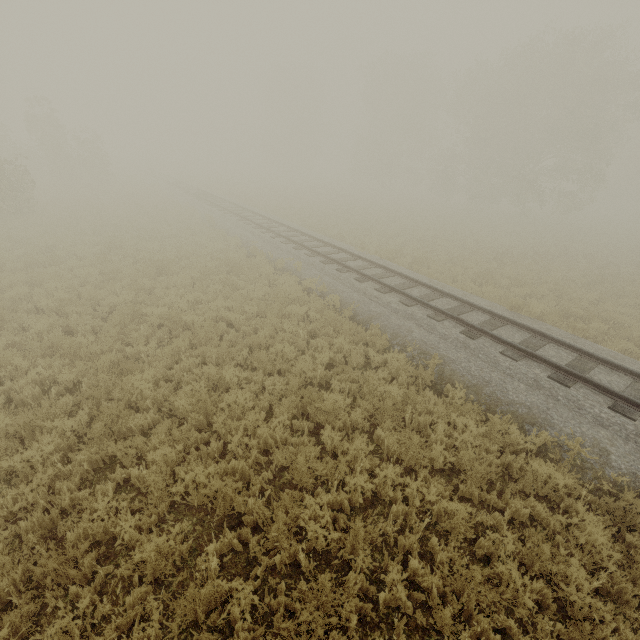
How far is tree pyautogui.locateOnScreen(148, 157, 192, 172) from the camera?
52.7 meters

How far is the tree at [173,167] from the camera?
52.7m

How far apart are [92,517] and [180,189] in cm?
3435
